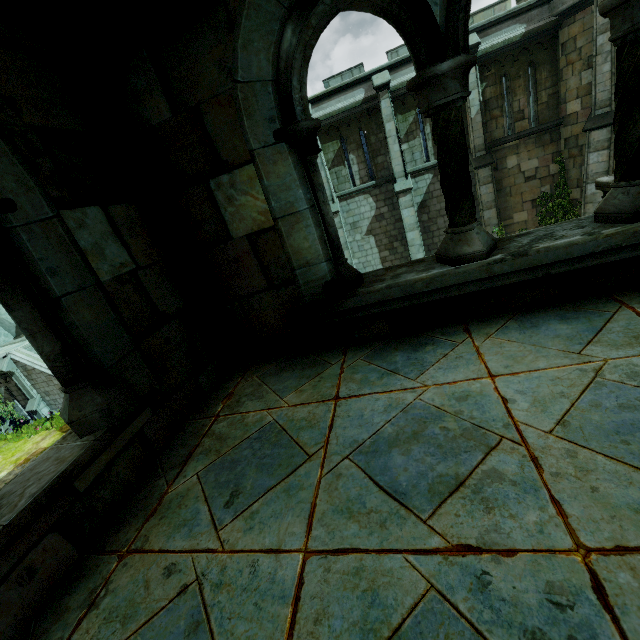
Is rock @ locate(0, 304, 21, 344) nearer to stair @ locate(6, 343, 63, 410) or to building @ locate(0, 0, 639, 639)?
stair @ locate(6, 343, 63, 410)

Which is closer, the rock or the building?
the building

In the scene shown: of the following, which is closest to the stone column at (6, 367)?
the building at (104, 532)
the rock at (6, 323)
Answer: the rock at (6, 323)

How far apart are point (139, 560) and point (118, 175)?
2.2 meters

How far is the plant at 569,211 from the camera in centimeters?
1452cm

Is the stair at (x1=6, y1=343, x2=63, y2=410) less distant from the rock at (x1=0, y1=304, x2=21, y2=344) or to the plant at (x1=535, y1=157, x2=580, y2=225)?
the rock at (x1=0, y1=304, x2=21, y2=344)

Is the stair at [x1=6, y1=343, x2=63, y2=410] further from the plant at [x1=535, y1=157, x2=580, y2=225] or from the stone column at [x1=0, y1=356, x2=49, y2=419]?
the plant at [x1=535, y1=157, x2=580, y2=225]

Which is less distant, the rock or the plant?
the plant
